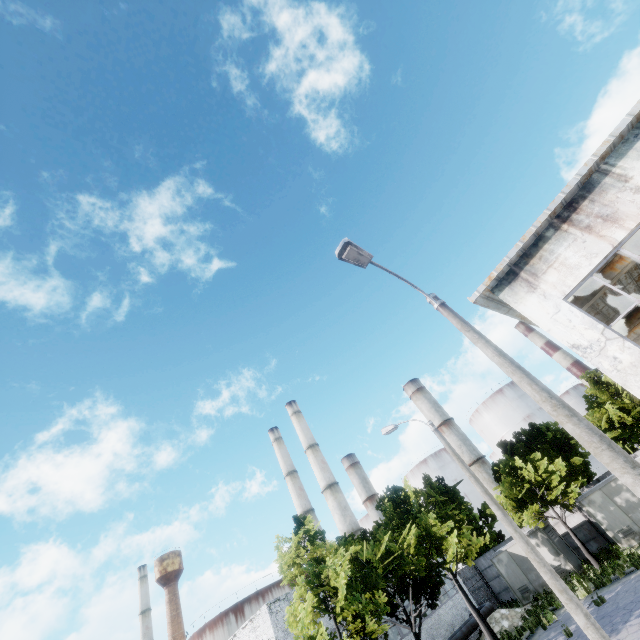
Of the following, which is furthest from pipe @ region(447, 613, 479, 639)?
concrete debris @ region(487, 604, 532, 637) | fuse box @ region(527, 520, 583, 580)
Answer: fuse box @ region(527, 520, 583, 580)

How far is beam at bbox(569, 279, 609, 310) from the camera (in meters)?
11.29

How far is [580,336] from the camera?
9.2 meters

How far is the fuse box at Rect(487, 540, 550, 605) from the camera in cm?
2439

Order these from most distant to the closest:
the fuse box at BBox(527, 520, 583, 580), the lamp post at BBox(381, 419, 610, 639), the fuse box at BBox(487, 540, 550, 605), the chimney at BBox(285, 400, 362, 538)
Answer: the chimney at BBox(285, 400, 362, 538)
the fuse box at BBox(487, 540, 550, 605)
the fuse box at BBox(527, 520, 583, 580)
the lamp post at BBox(381, 419, 610, 639)

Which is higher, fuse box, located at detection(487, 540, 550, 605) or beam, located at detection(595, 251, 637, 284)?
beam, located at detection(595, 251, 637, 284)

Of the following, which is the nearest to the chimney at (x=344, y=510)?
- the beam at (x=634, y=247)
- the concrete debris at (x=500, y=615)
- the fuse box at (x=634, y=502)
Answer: the concrete debris at (x=500, y=615)

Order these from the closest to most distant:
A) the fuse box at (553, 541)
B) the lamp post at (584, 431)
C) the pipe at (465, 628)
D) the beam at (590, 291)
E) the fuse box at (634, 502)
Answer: the lamp post at (584, 431)
the beam at (590, 291)
the fuse box at (634, 502)
the pipe at (465, 628)
the fuse box at (553, 541)
